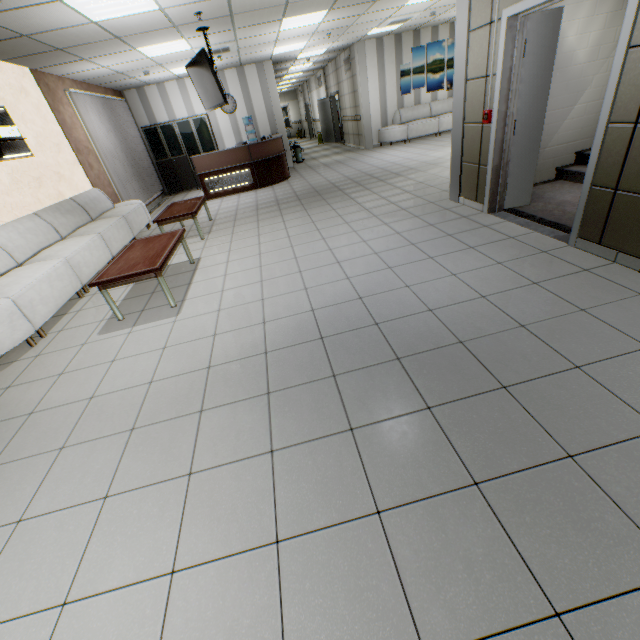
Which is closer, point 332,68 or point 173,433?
point 173,433

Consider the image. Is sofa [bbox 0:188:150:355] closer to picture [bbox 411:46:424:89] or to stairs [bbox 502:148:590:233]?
stairs [bbox 502:148:590:233]

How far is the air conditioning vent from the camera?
7.3 meters

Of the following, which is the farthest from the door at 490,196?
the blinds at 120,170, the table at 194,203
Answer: the blinds at 120,170

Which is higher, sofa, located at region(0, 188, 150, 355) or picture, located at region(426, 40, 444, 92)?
picture, located at region(426, 40, 444, 92)

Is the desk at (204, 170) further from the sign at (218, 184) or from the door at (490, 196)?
the door at (490, 196)

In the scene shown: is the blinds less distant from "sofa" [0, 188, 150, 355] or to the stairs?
"sofa" [0, 188, 150, 355]

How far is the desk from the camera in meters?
9.0 m
